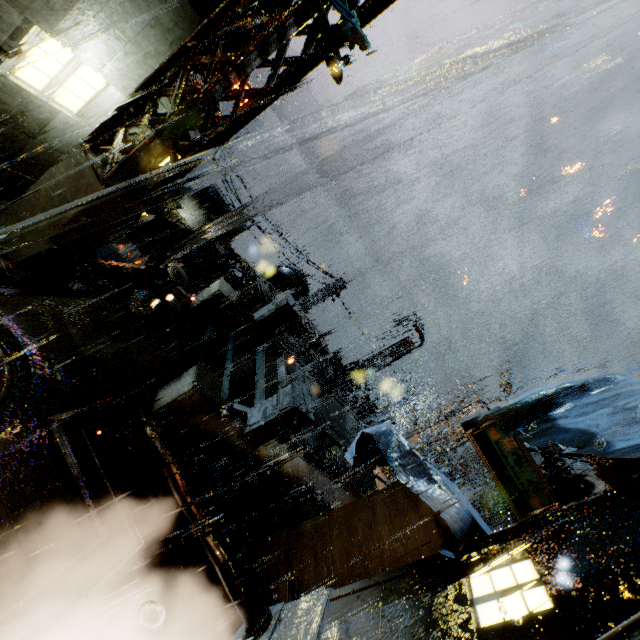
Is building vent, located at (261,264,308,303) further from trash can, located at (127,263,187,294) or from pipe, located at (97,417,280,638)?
pipe, located at (97,417,280,638)

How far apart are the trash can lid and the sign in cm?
887

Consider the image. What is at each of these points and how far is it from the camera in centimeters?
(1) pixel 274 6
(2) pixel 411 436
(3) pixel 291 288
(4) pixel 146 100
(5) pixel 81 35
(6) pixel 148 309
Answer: (1) building, 739cm
(2) street light, 2062cm
(3) building vent, 2605cm
(4) support beam, 594cm
(5) building, 552cm
(6) trash can lid, 962cm

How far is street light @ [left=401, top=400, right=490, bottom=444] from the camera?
19.9m

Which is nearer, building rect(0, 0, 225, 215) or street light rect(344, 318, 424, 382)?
building rect(0, 0, 225, 215)

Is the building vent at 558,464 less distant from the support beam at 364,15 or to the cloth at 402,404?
the support beam at 364,15

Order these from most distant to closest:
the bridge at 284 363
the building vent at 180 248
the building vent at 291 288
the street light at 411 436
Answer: the building vent at 180 248
the building vent at 291 288
the street light at 411 436
the bridge at 284 363

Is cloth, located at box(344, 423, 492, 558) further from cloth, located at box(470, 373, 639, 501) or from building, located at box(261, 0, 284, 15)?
cloth, located at box(470, 373, 639, 501)
